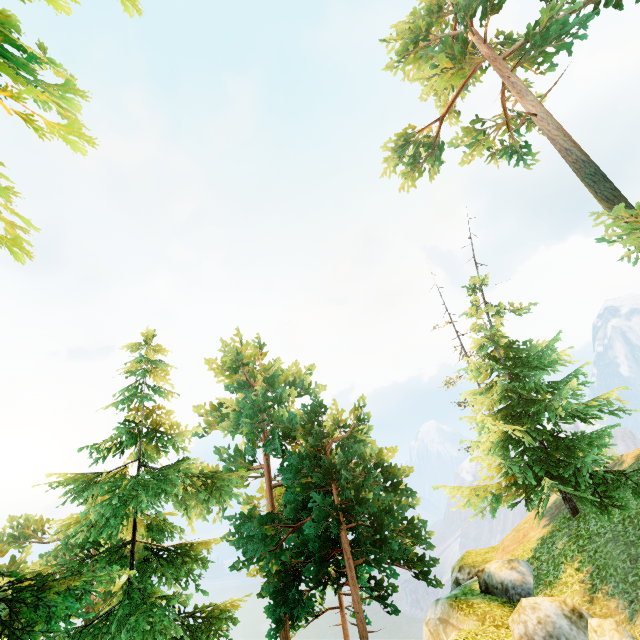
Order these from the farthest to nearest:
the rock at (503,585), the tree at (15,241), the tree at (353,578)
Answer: the tree at (353,578) < the rock at (503,585) < the tree at (15,241)

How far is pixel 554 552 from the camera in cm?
1133

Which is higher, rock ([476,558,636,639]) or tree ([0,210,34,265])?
tree ([0,210,34,265])

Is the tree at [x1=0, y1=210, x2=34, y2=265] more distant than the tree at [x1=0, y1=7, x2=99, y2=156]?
Yes

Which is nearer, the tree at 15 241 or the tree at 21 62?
the tree at 21 62

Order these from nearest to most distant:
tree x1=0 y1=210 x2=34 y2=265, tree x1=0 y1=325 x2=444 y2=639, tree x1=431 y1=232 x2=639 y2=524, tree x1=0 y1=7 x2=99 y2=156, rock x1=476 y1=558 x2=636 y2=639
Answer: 1. tree x1=0 y1=7 x2=99 y2=156
2. tree x1=0 y1=210 x2=34 y2=265
3. rock x1=476 y1=558 x2=636 y2=639
4. tree x1=0 y1=325 x2=444 y2=639
5. tree x1=431 y1=232 x2=639 y2=524
